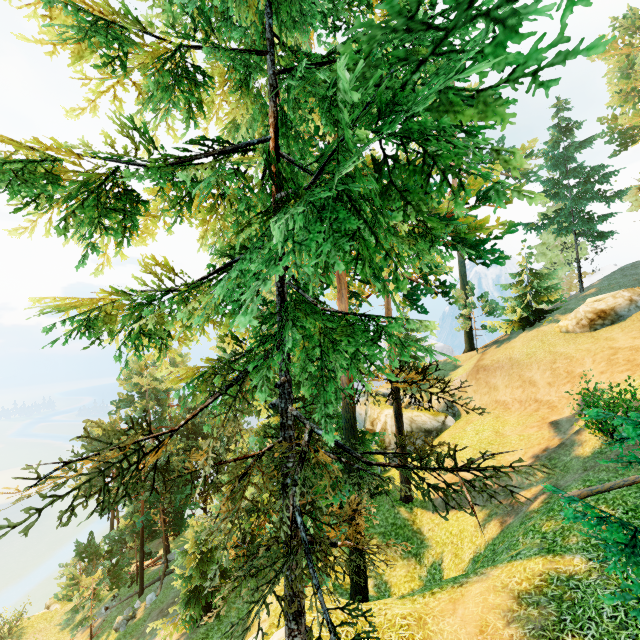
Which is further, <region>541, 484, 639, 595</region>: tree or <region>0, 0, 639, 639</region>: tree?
<region>541, 484, 639, 595</region>: tree

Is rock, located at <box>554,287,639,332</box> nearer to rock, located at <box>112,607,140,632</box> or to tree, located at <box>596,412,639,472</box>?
tree, located at <box>596,412,639,472</box>

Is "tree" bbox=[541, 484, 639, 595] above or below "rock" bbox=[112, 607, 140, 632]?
above

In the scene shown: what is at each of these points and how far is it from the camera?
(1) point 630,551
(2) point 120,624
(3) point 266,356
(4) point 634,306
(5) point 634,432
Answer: (1) tree, 5.62m
(2) rock, 25.28m
(3) tree, 5.21m
(4) rock, 22.22m
(5) tree, 4.81m

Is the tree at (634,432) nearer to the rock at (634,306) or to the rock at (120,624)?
the rock at (120,624)

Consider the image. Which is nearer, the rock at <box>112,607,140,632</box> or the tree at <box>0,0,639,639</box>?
the tree at <box>0,0,639,639</box>

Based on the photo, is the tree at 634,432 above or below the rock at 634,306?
below
